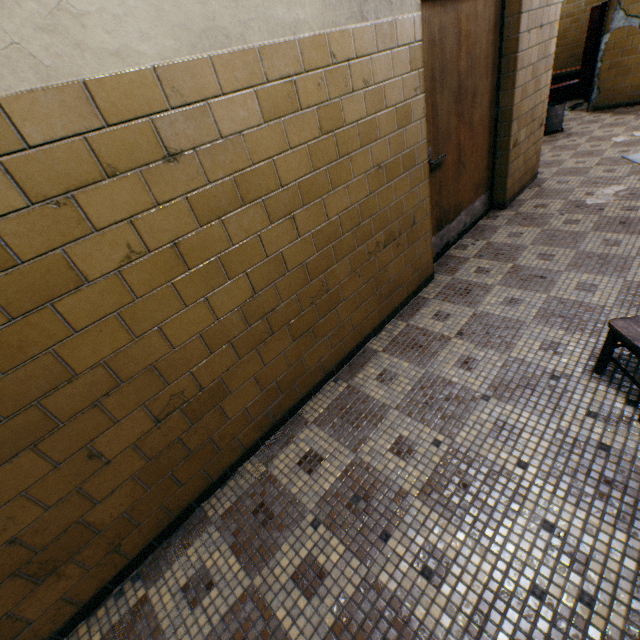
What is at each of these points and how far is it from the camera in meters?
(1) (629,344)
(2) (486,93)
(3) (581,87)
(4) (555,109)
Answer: (1) chair, 1.6
(2) door, 3.2
(3) locker, 7.6
(4) mop bucket, 5.8

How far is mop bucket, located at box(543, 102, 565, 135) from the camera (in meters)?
5.79

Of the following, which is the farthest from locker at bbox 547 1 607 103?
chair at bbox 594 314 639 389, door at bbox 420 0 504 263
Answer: chair at bbox 594 314 639 389

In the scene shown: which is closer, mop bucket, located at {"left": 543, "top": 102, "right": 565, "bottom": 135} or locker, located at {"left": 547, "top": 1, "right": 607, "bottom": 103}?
mop bucket, located at {"left": 543, "top": 102, "right": 565, "bottom": 135}

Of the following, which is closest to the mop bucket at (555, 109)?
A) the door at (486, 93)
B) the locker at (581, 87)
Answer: the locker at (581, 87)

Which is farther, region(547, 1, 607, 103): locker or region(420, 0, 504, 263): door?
region(547, 1, 607, 103): locker

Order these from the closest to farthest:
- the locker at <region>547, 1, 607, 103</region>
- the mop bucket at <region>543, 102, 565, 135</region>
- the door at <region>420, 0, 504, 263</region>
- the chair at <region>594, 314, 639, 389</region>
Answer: the chair at <region>594, 314, 639, 389</region>
the door at <region>420, 0, 504, 263</region>
the mop bucket at <region>543, 102, 565, 135</region>
the locker at <region>547, 1, 607, 103</region>

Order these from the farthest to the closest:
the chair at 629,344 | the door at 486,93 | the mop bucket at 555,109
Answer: the mop bucket at 555,109 → the door at 486,93 → the chair at 629,344
